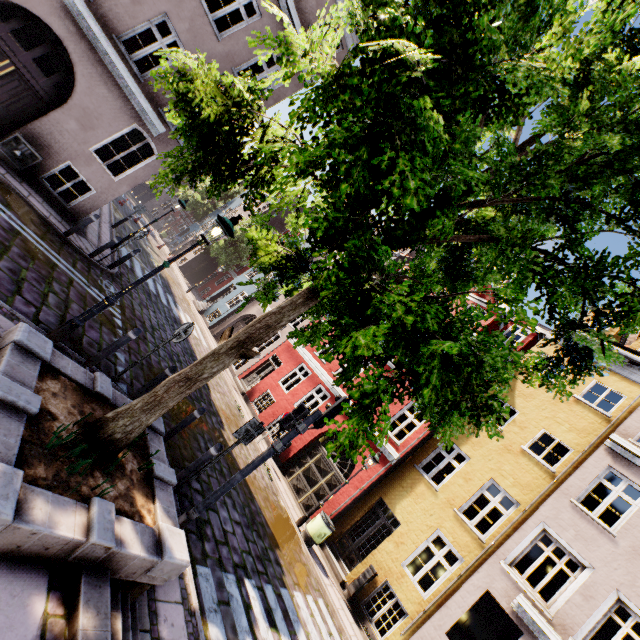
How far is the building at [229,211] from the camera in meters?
38.8

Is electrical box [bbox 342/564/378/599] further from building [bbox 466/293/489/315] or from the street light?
the street light

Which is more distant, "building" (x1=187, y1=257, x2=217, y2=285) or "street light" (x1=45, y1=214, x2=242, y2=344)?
"building" (x1=187, y1=257, x2=217, y2=285)

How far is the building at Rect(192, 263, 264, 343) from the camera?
23.6m

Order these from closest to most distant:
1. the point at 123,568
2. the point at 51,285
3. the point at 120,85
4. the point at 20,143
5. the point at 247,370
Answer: the point at 123,568
the point at 51,285
the point at 20,143
the point at 120,85
the point at 247,370

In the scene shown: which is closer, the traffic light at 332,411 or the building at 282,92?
the traffic light at 332,411

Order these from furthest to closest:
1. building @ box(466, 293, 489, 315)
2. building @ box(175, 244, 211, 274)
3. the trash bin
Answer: building @ box(175, 244, 211, 274), building @ box(466, 293, 489, 315), the trash bin
